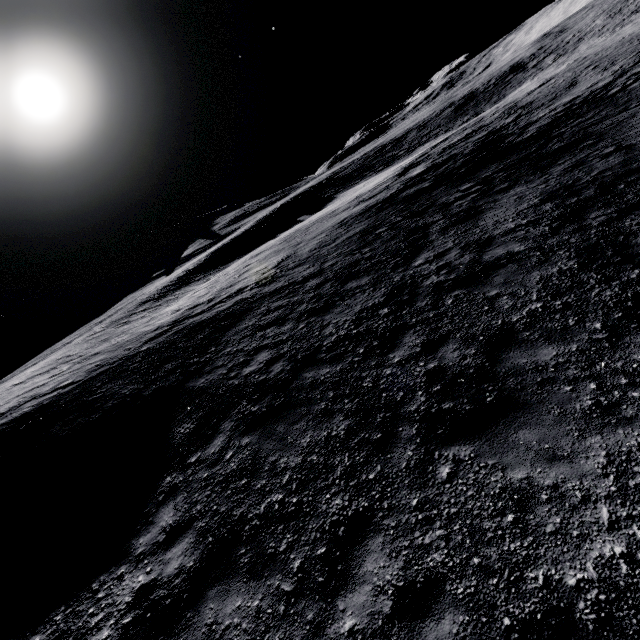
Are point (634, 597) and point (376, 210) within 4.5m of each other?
no
